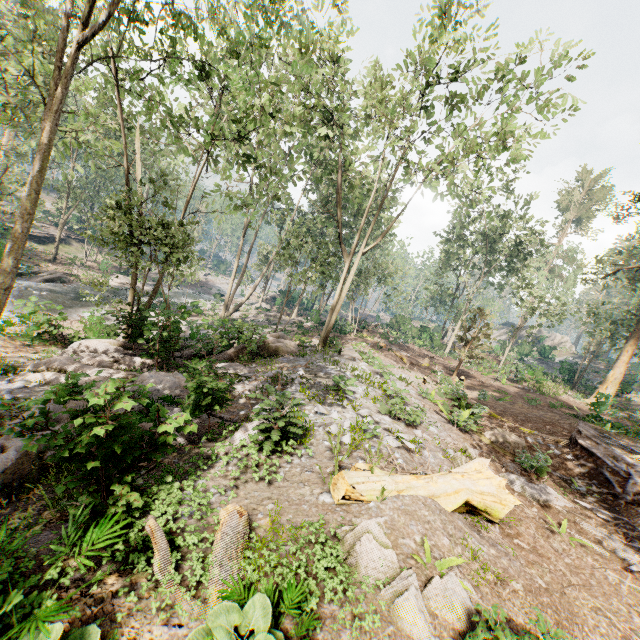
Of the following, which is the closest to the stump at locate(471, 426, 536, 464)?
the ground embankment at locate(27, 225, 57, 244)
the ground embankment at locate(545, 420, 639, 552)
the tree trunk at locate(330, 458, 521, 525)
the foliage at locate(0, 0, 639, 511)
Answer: the ground embankment at locate(545, 420, 639, 552)

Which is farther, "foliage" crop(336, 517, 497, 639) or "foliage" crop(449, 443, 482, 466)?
"foliage" crop(449, 443, 482, 466)

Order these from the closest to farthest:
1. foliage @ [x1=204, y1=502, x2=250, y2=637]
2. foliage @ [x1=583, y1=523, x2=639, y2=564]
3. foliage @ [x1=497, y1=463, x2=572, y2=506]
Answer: foliage @ [x1=204, y1=502, x2=250, y2=637], foliage @ [x1=583, y1=523, x2=639, y2=564], foliage @ [x1=497, y1=463, x2=572, y2=506]

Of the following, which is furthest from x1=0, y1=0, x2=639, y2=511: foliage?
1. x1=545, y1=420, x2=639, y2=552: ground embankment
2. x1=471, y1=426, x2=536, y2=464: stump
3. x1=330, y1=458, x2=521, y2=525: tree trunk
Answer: x1=330, y1=458, x2=521, y2=525: tree trunk

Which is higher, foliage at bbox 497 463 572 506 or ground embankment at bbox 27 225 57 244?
foliage at bbox 497 463 572 506

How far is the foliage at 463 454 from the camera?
9.4m

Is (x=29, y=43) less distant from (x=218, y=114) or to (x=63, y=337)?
(x=218, y=114)

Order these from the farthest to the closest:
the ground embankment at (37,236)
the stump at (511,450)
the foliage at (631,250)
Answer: the ground embankment at (37,236) < the foliage at (631,250) < the stump at (511,450)
